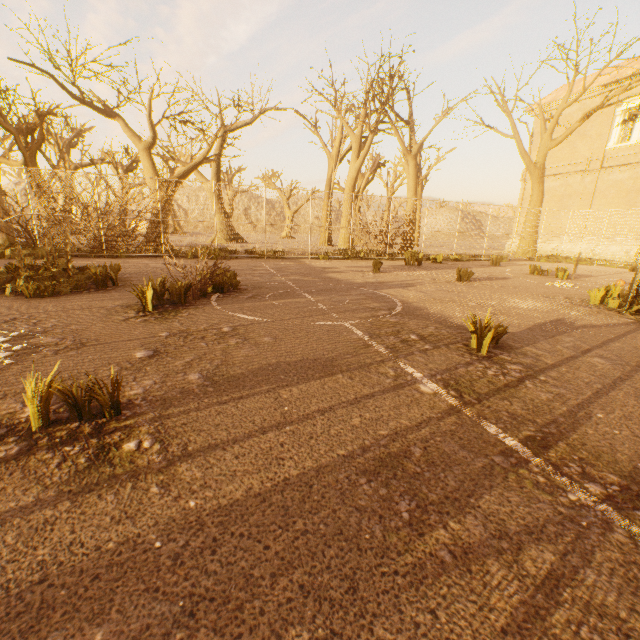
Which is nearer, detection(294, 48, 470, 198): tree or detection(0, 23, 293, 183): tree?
detection(0, 23, 293, 183): tree

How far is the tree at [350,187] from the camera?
16.25m

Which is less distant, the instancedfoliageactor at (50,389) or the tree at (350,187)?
the instancedfoliageactor at (50,389)

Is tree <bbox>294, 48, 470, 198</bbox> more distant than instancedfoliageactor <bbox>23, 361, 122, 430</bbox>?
Yes

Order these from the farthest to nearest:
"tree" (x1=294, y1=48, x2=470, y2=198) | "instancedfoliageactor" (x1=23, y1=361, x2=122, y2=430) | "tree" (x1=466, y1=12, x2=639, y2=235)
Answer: "tree" (x1=466, y1=12, x2=639, y2=235), "tree" (x1=294, y1=48, x2=470, y2=198), "instancedfoliageactor" (x1=23, y1=361, x2=122, y2=430)

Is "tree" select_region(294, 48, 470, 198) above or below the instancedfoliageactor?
above

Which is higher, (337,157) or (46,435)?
(337,157)
